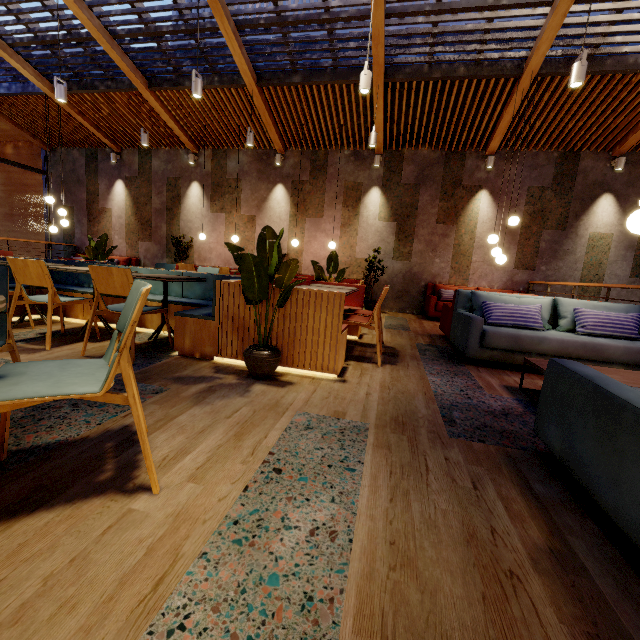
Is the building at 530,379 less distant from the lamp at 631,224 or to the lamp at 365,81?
the lamp at 631,224

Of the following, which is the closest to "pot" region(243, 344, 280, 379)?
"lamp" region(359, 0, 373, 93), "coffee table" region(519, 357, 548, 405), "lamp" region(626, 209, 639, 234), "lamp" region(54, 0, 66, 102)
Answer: "coffee table" region(519, 357, 548, 405)

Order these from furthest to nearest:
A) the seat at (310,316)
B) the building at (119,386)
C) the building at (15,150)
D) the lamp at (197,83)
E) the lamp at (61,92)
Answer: the building at (15,150), the lamp at (61,92), the lamp at (197,83), the seat at (310,316), the building at (119,386)

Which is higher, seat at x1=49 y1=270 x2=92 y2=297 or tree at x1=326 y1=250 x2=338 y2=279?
tree at x1=326 y1=250 x2=338 y2=279

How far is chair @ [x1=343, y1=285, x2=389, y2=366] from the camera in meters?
3.4 m

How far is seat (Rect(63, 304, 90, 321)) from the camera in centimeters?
434cm

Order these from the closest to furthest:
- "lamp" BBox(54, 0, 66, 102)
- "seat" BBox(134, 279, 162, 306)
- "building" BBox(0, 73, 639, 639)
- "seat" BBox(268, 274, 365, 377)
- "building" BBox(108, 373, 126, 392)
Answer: "building" BBox(0, 73, 639, 639), "building" BBox(108, 373, 126, 392), "seat" BBox(268, 274, 365, 377), "seat" BBox(134, 279, 162, 306), "lamp" BBox(54, 0, 66, 102)

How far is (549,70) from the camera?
5.7m
